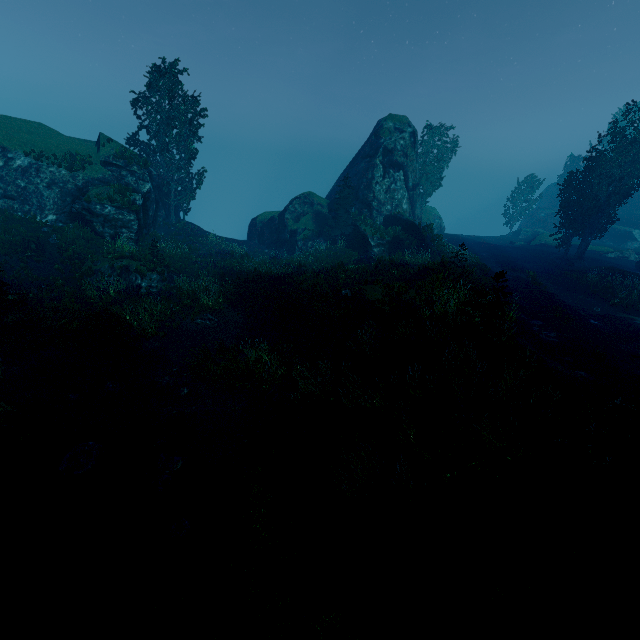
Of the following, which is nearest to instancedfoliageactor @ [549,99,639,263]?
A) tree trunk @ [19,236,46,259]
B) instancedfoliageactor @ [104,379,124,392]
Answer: instancedfoliageactor @ [104,379,124,392]

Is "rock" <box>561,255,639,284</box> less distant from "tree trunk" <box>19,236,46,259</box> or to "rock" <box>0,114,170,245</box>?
"rock" <box>0,114,170,245</box>

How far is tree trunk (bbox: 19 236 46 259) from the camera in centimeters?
2025cm

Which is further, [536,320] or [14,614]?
[536,320]

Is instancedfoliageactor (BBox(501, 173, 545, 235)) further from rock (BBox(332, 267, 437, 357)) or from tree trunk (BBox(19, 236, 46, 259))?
tree trunk (BBox(19, 236, 46, 259))

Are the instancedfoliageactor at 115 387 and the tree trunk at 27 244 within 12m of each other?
no

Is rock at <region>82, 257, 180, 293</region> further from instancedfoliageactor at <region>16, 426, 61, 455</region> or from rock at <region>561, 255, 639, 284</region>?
rock at <region>561, 255, 639, 284</region>

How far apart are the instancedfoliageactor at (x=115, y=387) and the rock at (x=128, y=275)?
8.2 meters
